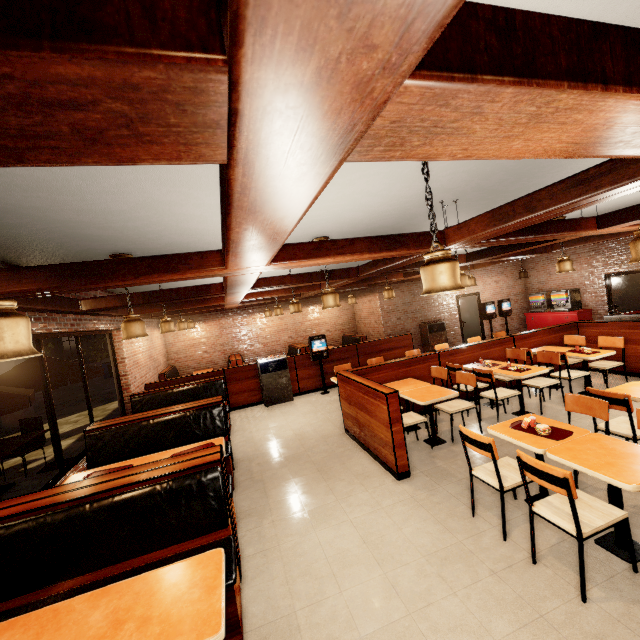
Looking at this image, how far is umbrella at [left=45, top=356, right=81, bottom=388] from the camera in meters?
6.1 m

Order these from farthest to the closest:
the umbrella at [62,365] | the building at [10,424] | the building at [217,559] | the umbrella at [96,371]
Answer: the building at [10,424]
the umbrella at [96,371]
the umbrella at [62,365]
the building at [217,559]

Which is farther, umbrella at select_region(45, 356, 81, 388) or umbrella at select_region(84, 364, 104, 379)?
umbrella at select_region(84, 364, 104, 379)

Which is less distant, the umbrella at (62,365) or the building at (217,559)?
the building at (217,559)

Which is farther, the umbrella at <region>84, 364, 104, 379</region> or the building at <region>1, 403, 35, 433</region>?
the building at <region>1, 403, 35, 433</region>

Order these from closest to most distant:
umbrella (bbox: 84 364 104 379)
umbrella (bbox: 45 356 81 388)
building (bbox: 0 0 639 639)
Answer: building (bbox: 0 0 639 639) → umbrella (bbox: 45 356 81 388) → umbrella (bbox: 84 364 104 379)

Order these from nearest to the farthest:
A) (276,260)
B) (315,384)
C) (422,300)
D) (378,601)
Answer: (378,601) < (276,260) < (315,384) < (422,300)

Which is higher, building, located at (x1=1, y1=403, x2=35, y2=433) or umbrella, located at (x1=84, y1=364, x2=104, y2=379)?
umbrella, located at (x1=84, y1=364, x2=104, y2=379)
